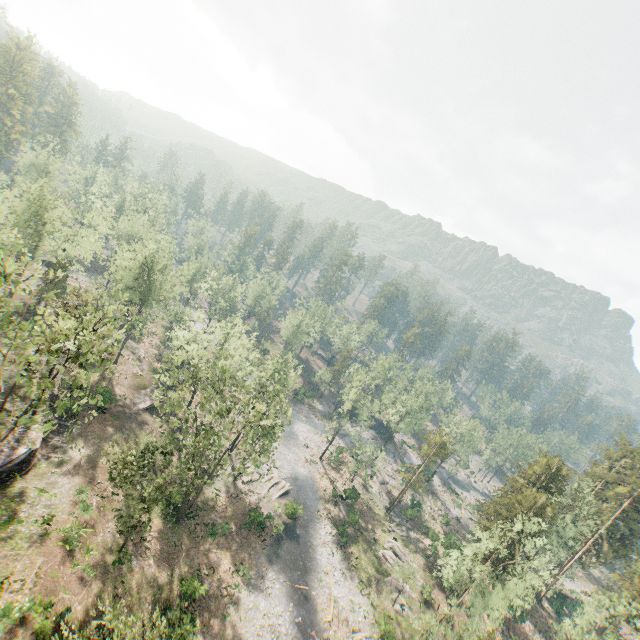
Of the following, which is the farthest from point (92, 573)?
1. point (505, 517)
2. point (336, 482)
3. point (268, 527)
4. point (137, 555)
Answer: point (505, 517)

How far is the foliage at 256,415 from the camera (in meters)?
26.72

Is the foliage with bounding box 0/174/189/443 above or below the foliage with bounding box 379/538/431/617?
above

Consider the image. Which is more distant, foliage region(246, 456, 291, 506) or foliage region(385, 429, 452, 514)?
foliage region(385, 429, 452, 514)

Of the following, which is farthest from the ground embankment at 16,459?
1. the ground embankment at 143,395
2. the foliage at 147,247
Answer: the ground embankment at 143,395

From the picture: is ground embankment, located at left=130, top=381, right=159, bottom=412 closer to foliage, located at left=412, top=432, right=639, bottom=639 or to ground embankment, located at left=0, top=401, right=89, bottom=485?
foliage, located at left=412, top=432, right=639, bottom=639
